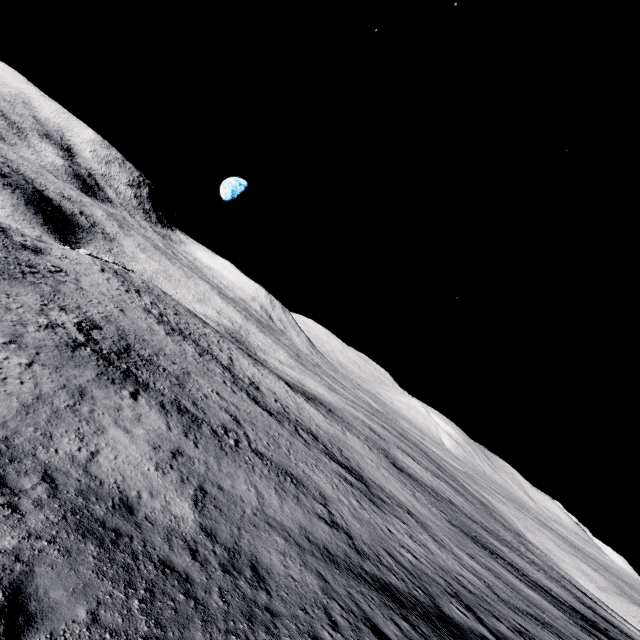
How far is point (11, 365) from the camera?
11.3 meters
